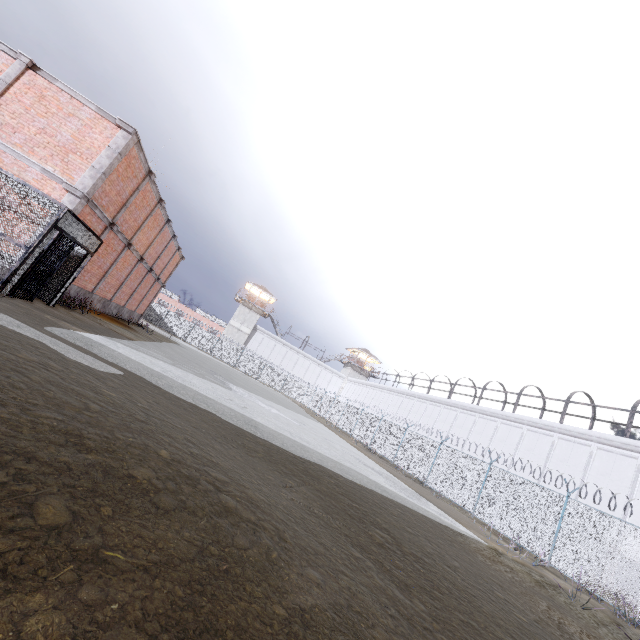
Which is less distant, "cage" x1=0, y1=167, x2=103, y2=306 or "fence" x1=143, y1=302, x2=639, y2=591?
"cage" x1=0, y1=167, x2=103, y2=306

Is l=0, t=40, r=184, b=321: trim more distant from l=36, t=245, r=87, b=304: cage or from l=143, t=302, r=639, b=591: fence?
l=143, t=302, r=639, b=591: fence

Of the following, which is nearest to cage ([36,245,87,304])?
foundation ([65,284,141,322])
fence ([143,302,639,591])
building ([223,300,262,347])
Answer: foundation ([65,284,141,322])

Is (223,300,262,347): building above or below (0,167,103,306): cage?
above

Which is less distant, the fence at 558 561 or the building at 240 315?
the fence at 558 561

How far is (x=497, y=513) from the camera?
15.6 meters

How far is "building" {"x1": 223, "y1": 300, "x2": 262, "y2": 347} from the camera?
55.59m

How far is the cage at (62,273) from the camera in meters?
11.1
